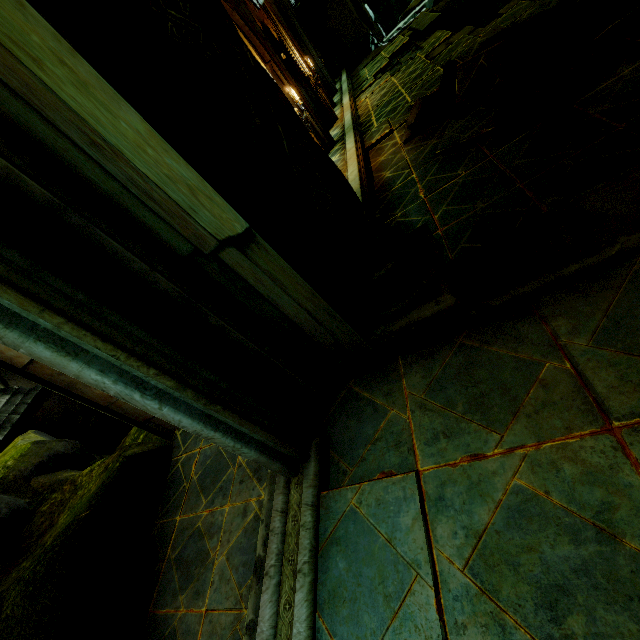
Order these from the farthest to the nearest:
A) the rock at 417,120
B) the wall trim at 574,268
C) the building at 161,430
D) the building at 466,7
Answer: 1. the building at 466,7
2. the rock at 417,120
3. the building at 161,430
4. the wall trim at 574,268

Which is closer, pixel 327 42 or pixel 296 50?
pixel 296 50

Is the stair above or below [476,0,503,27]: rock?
above

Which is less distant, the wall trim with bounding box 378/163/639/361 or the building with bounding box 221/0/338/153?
the wall trim with bounding box 378/163/639/361

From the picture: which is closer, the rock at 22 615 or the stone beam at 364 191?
the rock at 22 615

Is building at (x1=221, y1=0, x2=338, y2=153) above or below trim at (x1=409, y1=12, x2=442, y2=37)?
above

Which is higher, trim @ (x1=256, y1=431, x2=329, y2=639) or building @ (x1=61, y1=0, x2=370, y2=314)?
building @ (x1=61, y1=0, x2=370, y2=314)

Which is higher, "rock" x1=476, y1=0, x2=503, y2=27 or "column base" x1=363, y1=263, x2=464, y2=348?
"column base" x1=363, y1=263, x2=464, y2=348
